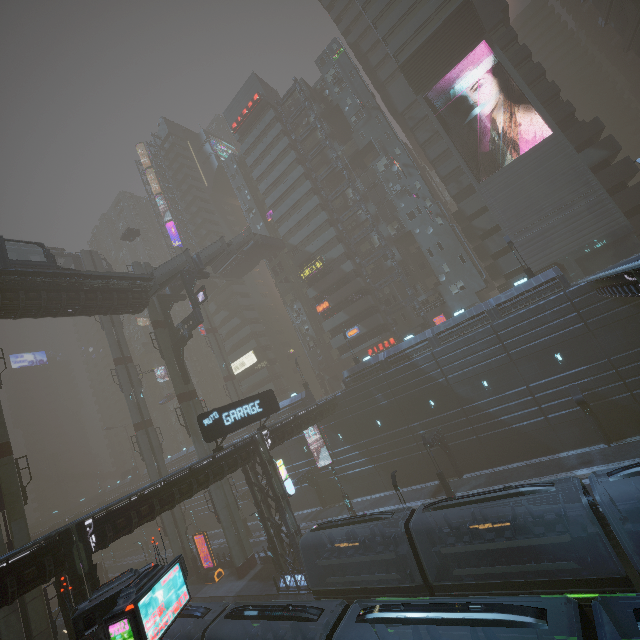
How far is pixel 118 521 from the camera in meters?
18.1

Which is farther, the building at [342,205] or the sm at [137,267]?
the building at [342,205]

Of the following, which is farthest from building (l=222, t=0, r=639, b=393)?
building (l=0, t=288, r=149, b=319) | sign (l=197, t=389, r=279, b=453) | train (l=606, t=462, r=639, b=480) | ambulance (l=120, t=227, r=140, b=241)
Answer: building (l=0, t=288, r=149, b=319)

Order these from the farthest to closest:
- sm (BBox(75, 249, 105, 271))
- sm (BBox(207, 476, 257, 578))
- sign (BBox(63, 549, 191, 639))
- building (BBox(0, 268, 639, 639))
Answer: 1. sm (BBox(75, 249, 105, 271))
2. sm (BBox(207, 476, 257, 578))
3. building (BBox(0, 268, 639, 639))
4. sign (BBox(63, 549, 191, 639))

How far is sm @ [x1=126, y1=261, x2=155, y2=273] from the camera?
38.19m

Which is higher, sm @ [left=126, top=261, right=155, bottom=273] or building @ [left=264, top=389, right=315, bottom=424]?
sm @ [left=126, top=261, right=155, bottom=273]

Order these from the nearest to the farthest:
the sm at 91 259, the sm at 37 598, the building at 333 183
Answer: the sm at 37 598 < the sm at 91 259 < the building at 333 183

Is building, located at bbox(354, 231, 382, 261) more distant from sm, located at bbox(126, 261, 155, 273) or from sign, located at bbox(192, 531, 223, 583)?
sign, located at bbox(192, 531, 223, 583)
